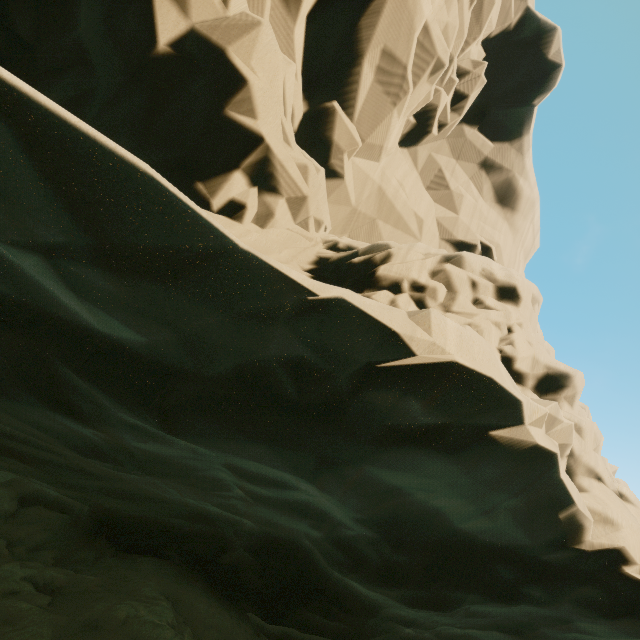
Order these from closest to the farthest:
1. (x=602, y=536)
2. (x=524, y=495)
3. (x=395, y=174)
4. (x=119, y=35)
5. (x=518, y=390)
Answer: (x=518, y=390)
(x=524, y=495)
(x=602, y=536)
(x=119, y=35)
(x=395, y=174)
